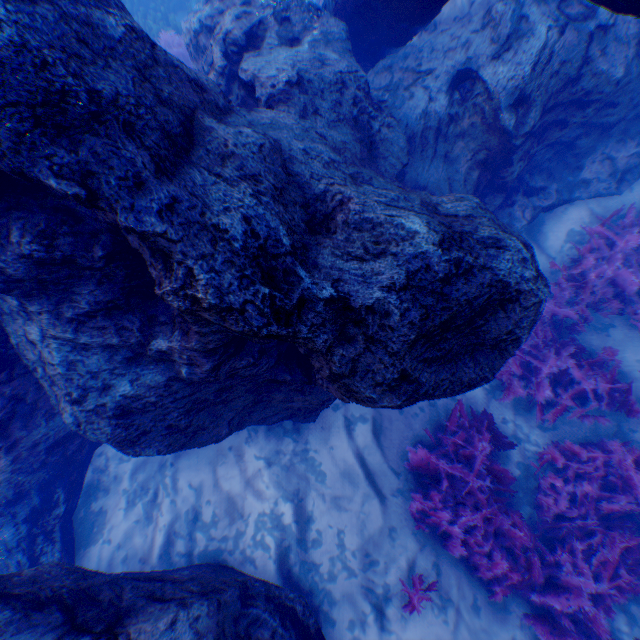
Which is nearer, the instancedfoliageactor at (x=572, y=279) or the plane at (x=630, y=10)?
the plane at (x=630, y=10)

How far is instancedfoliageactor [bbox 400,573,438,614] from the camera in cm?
407

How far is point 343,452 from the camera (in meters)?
5.19

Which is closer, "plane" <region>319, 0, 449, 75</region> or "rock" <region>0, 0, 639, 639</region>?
"rock" <region>0, 0, 639, 639</region>

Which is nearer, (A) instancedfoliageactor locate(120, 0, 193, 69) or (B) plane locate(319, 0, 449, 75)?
(B) plane locate(319, 0, 449, 75)

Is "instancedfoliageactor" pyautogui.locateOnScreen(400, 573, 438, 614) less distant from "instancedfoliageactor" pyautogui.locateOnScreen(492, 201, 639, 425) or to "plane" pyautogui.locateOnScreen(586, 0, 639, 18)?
"instancedfoliageactor" pyautogui.locateOnScreen(492, 201, 639, 425)

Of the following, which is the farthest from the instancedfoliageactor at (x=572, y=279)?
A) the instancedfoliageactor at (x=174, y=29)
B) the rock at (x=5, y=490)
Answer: the instancedfoliageactor at (x=174, y=29)

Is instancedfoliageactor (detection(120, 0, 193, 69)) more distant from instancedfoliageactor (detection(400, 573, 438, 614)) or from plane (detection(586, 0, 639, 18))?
instancedfoliageactor (detection(400, 573, 438, 614))
